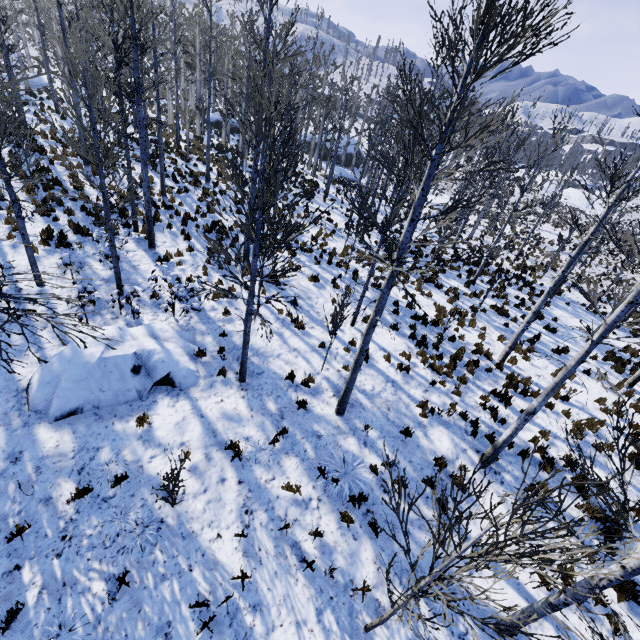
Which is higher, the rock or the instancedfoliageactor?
the instancedfoliageactor

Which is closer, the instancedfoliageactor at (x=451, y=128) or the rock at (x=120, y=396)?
the instancedfoliageactor at (x=451, y=128)

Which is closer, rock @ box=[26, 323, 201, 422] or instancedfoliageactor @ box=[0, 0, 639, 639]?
instancedfoliageactor @ box=[0, 0, 639, 639]

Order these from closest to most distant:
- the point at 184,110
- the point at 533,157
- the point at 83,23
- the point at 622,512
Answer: the point at 622,512, the point at 83,23, the point at 184,110, the point at 533,157

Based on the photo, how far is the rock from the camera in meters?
6.9 m

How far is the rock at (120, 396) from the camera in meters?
6.9
